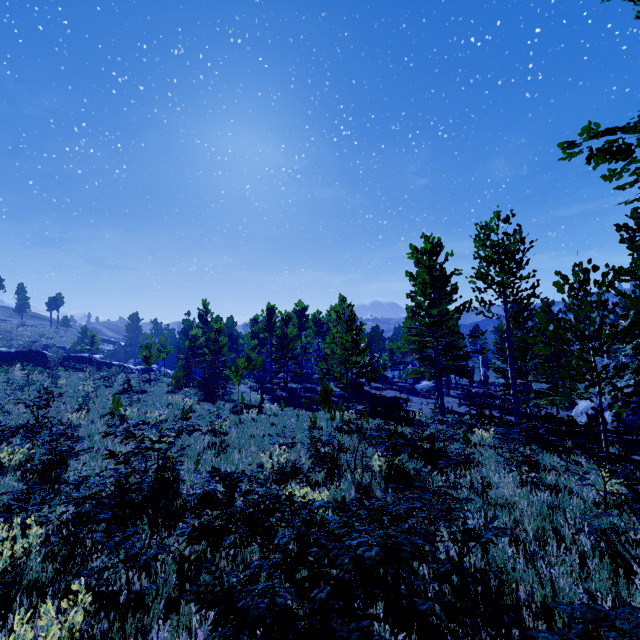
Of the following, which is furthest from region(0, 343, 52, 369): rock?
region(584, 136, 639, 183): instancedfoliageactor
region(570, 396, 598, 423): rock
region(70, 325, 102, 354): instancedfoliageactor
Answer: region(570, 396, 598, 423): rock

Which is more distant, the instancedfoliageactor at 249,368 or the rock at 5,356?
the rock at 5,356

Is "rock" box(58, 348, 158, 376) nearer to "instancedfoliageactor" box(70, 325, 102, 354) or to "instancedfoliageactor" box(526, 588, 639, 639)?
"instancedfoliageactor" box(526, 588, 639, 639)

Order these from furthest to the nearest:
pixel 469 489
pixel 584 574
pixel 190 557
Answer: pixel 469 489, pixel 190 557, pixel 584 574

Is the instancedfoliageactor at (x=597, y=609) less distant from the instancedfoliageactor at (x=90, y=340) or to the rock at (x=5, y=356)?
the instancedfoliageactor at (x=90, y=340)

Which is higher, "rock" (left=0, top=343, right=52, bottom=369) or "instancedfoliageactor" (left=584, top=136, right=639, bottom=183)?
"instancedfoliageactor" (left=584, top=136, right=639, bottom=183)

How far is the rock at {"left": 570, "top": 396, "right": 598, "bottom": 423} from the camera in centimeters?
2234cm
